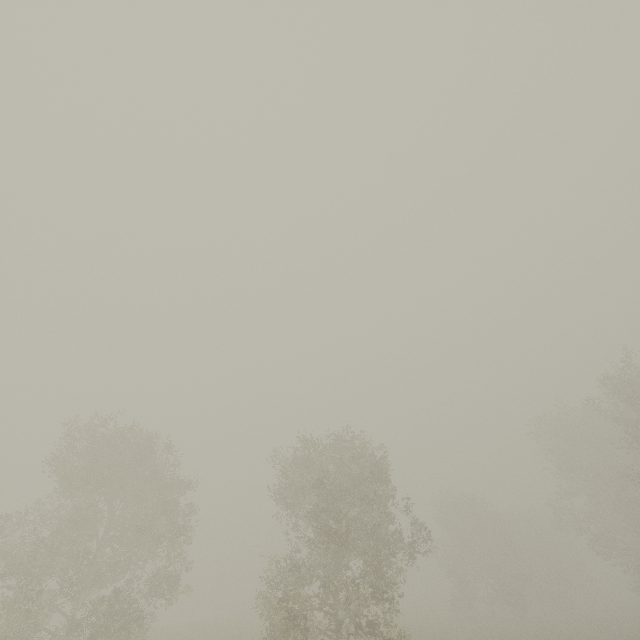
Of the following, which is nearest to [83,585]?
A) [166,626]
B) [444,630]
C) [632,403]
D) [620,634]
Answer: [166,626]
